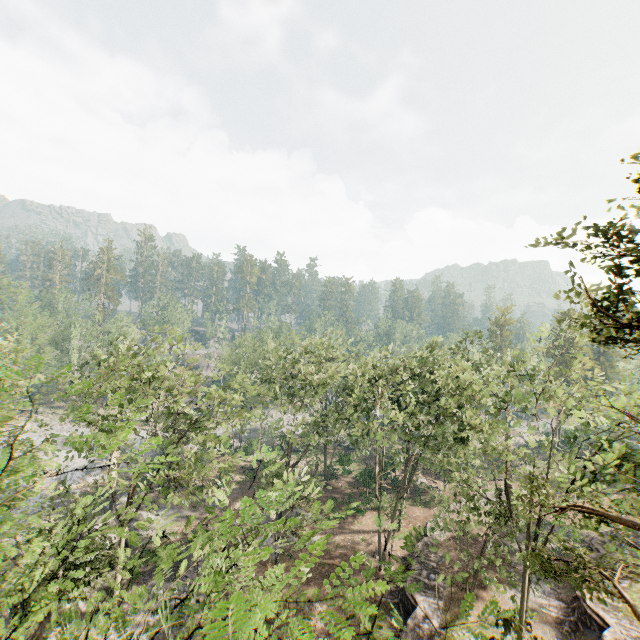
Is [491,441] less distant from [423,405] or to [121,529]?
[423,405]

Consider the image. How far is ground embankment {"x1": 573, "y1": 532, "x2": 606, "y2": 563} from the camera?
26.31m

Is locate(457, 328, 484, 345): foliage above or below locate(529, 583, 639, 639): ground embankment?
above

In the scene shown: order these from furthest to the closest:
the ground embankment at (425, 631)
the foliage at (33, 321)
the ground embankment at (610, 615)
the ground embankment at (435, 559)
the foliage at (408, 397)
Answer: the foliage at (33, 321) → the ground embankment at (435, 559) → the ground embankment at (425, 631) → the ground embankment at (610, 615) → the foliage at (408, 397)

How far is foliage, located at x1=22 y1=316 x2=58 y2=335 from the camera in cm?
4331

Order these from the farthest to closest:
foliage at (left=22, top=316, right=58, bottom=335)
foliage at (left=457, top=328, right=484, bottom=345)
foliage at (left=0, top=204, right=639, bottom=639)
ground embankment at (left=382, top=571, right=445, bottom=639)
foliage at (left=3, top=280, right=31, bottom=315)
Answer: foliage at (left=22, top=316, right=58, bottom=335)
foliage at (left=3, top=280, right=31, bottom=315)
foliage at (left=457, top=328, right=484, bottom=345)
ground embankment at (left=382, top=571, right=445, bottom=639)
foliage at (left=0, top=204, right=639, bottom=639)

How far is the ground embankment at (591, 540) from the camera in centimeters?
2631cm

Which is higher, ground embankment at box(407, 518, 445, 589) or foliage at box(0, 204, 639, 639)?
foliage at box(0, 204, 639, 639)
